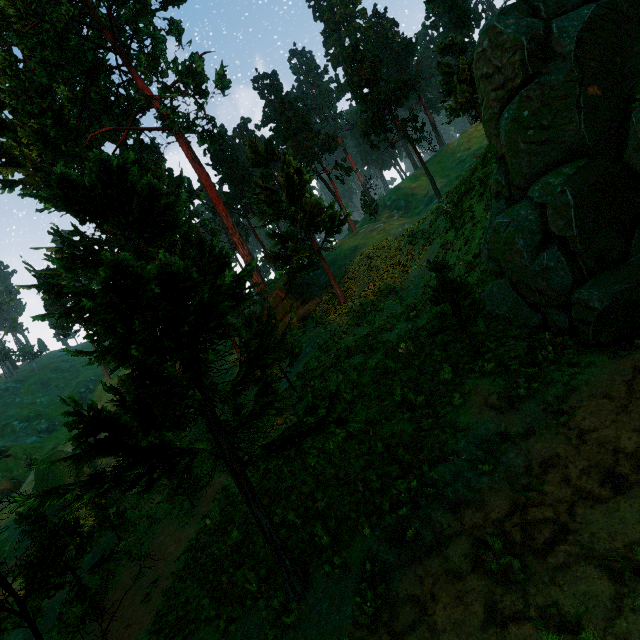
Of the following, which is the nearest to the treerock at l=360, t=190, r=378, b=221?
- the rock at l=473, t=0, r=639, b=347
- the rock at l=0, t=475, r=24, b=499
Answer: the rock at l=473, t=0, r=639, b=347

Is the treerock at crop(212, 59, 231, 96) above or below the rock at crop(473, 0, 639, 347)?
above

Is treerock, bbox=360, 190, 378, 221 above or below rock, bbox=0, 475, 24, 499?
above

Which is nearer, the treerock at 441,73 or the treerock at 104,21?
the treerock at 104,21

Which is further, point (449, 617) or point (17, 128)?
point (17, 128)

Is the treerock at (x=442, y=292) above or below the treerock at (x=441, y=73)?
below

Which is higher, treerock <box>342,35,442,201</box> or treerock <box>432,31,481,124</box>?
treerock <box>342,35,442,201</box>

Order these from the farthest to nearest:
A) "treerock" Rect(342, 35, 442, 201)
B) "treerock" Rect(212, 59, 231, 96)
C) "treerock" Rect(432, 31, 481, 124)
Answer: "treerock" Rect(342, 35, 442, 201) < "treerock" Rect(212, 59, 231, 96) < "treerock" Rect(432, 31, 481, 124)
